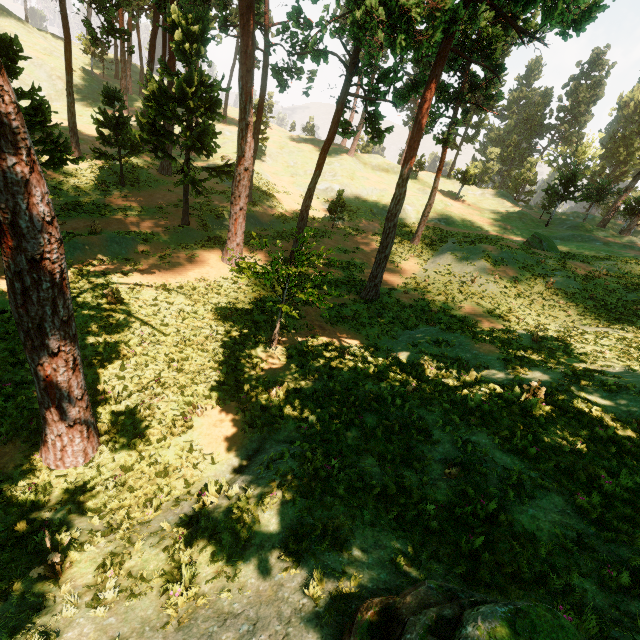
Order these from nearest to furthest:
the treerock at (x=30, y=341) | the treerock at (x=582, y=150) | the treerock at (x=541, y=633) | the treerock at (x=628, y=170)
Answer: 1. the treerock at (x=541, y=633)
2. the treerock at (x=30, y=341)
3. the treerock at (x=582, y=150)
4. the treerock at (x=628, y=170)

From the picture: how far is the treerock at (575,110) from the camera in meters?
55.9

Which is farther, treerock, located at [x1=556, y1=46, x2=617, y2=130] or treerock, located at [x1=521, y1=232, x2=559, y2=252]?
treerock, located at [x1=556, y1=46, x2=617, y2=130]

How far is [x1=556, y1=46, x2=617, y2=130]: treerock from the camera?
55.91m

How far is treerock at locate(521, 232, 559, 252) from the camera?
30.39m

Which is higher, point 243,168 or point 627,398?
point 243,168
